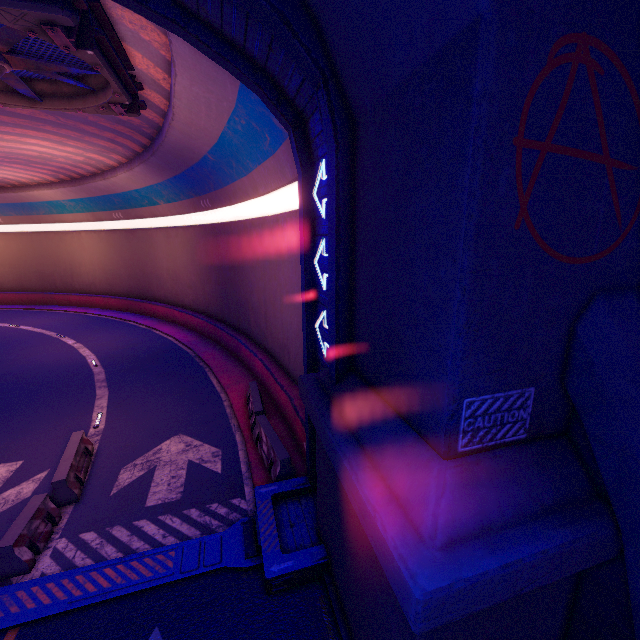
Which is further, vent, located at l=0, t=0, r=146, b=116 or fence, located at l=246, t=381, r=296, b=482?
fence, located at l=246, t=381, r=296, b=482

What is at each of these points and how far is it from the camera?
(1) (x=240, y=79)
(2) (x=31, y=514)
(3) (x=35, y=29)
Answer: (1) tunnel, 6.2m
(2) fence, 7.4m
(3) vent, 6.2m

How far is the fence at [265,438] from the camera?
8.91m

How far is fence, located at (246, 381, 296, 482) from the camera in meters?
8.9 m

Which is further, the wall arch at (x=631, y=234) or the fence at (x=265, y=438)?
the fence at (x=265, y=438)

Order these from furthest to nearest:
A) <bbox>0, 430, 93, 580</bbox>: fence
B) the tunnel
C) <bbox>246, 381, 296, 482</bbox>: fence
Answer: <bbox>246, 381, 296, 482</bbox>: fence → <bbox>0, 430, 93, 580</bbox>: fence → the tunnel

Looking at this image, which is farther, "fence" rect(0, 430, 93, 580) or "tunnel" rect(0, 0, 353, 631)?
"fence" rect(0, 430, 93, 580)

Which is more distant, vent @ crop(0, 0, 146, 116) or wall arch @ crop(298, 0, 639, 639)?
vent @ crop(0, 0, 146, 116)
